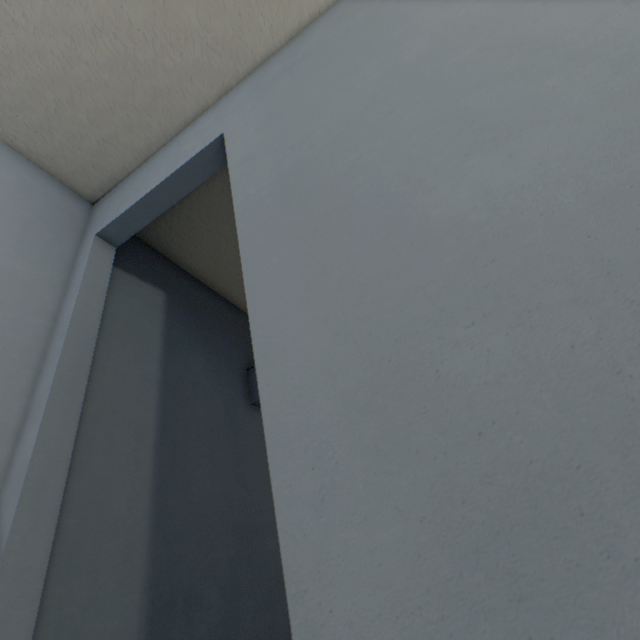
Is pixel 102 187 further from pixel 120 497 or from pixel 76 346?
pixel 120 497
